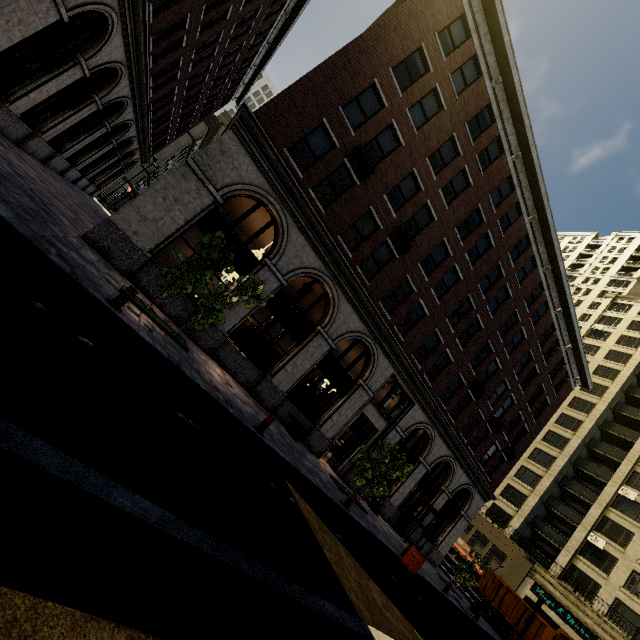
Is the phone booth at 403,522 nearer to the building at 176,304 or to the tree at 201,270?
the building at 176,304

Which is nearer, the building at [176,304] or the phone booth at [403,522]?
the building at [176,304]

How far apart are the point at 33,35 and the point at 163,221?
6.8 meters

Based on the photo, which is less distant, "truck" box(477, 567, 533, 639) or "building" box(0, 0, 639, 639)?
"building" box(0, 0, 639, 639)

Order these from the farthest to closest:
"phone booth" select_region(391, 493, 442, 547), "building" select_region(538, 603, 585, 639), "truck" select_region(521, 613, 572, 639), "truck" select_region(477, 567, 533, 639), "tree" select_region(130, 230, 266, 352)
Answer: "building" select_region(538, 603, 585, 639)
"truck" select_region(477, 567, 533, 639)
"truck" select_region(521, 613, 572, 639)
"phone booth" select_region(391, 493, 442, 547)
"tree" select_region(130, 230, 266, 352)

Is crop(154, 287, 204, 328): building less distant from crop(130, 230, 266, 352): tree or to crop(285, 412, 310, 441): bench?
crop(285, 412, 310, 441): bench

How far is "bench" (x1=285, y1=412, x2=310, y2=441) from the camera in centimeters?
1436cm

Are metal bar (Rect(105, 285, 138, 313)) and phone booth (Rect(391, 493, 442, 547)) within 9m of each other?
no
